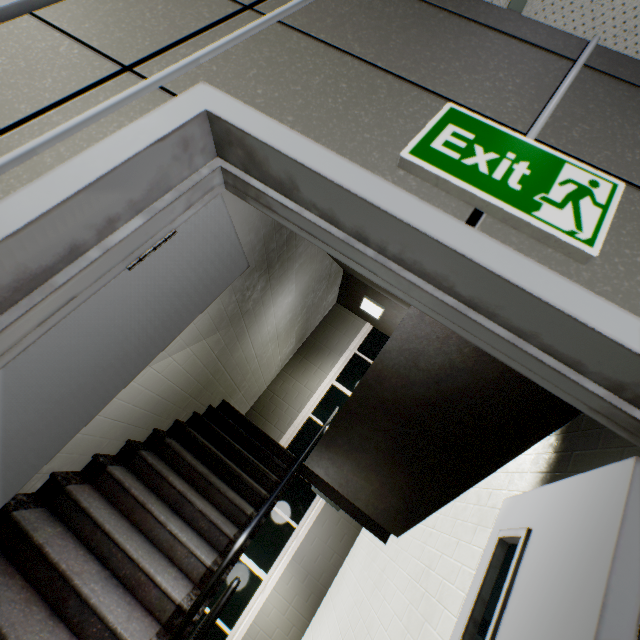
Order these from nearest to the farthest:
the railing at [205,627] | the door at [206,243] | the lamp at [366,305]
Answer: the door at [206,243]
the railing at [205,627]
the lamp at [366,305]

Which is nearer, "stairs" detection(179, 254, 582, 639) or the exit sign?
the exit sign

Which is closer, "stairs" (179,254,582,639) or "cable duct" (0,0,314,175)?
"cable duct" (0,0,314,175)

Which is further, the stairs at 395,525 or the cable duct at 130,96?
the stairs at 395,525

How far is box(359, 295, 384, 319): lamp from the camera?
6.64m

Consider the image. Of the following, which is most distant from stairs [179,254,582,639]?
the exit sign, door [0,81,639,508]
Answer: the exit sign

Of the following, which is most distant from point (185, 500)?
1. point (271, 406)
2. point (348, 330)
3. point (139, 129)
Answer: point (348, 330)
